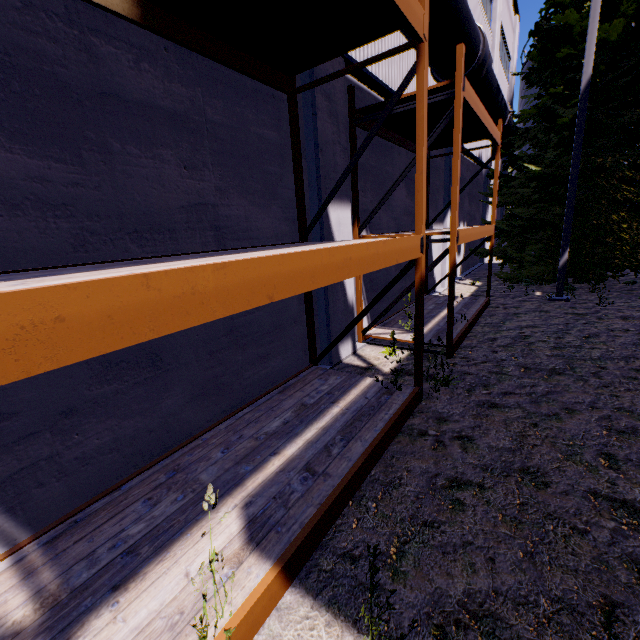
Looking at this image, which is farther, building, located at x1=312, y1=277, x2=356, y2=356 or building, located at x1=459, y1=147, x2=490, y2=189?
building, located at x1=459, y1=147, x2=490, y2=189

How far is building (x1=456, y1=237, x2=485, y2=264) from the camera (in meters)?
13.88

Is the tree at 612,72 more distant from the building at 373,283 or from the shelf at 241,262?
the shelf at 241,262

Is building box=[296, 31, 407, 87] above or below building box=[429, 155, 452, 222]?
above

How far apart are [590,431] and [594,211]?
9.6m

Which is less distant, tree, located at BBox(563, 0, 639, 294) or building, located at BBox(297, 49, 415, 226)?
building, located at BBox(297, 49, 415, 226)

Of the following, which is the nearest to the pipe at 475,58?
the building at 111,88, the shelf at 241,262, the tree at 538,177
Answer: the building at 111,88
